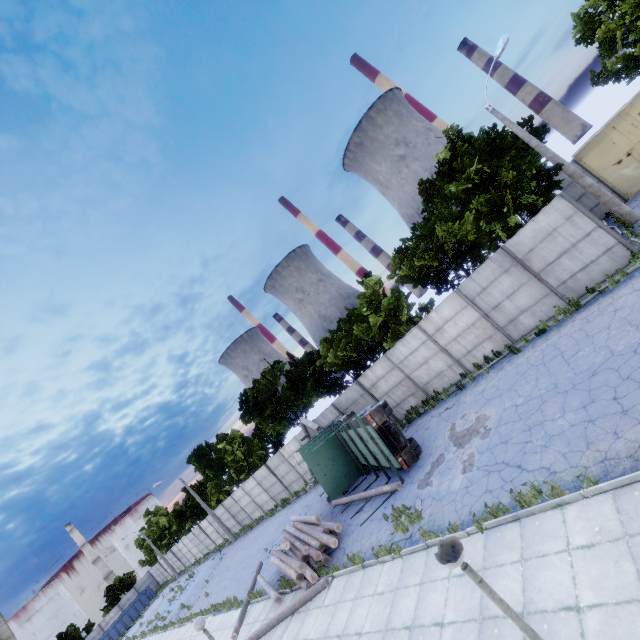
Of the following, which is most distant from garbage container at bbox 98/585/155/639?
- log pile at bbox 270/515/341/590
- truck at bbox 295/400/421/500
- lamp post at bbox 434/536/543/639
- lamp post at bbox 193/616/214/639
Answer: lamp post at bbox 434/536/543/639

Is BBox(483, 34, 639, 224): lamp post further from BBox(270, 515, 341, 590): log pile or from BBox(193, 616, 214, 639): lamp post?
BBox(193, 616, 214, 639): lamp post

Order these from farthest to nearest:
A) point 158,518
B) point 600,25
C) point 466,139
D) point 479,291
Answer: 1. point 158,518
2. point 600,25
3. point 466,139
4. point 479,291

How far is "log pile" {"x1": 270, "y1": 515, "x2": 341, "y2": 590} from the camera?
12.77m

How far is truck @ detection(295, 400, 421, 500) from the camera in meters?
13.7

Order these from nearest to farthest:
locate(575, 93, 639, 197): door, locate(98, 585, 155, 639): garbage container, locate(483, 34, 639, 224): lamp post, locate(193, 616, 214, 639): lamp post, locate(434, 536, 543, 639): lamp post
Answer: locate(434, 536, 543, 639): lamp post
locate(193, 616, 214, 639): lamp post
locate(483, 34, 639, 224): lamp post
locate(575, 93, 639, 197): door
locate(98, 585, 155, 639): garbage container

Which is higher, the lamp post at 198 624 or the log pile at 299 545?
the lamp post at 198 624

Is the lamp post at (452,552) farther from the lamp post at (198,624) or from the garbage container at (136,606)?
the garbage container at (136,606)
